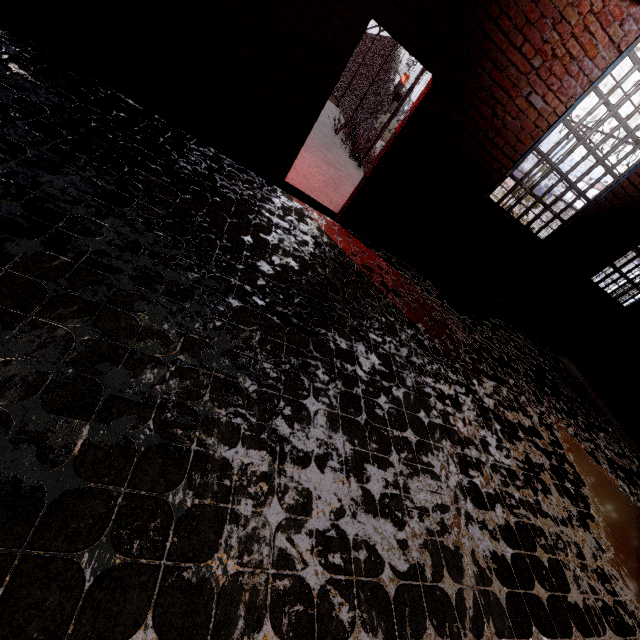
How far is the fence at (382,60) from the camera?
8.1 meters

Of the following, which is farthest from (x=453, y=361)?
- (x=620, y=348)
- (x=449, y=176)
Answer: (x=620, y=348)

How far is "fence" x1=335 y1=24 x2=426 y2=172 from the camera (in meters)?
8.12
